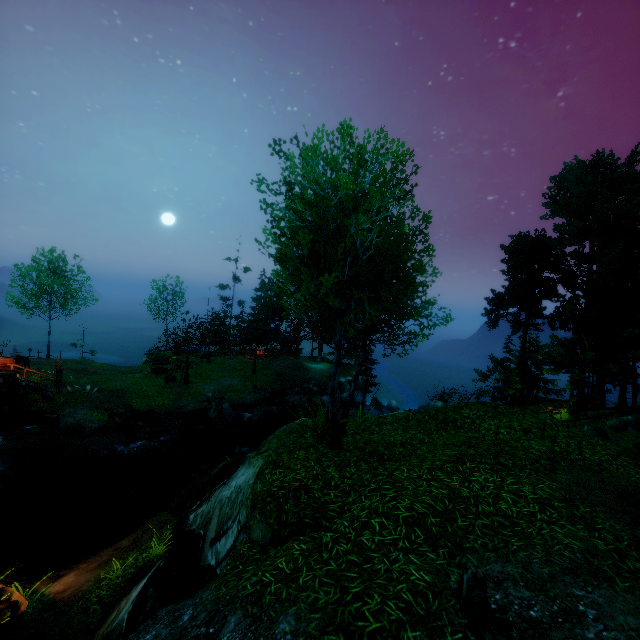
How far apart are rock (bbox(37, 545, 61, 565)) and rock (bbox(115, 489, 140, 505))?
5.7m

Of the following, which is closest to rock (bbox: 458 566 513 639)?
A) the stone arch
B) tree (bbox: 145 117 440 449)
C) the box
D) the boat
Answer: tree (bbox: 145 117 440 449)

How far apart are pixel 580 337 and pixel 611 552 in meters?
19.5 m

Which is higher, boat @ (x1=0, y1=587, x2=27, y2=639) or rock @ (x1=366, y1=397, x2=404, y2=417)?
boat @ (x1=0, y1=587, x2=27, y2=639)

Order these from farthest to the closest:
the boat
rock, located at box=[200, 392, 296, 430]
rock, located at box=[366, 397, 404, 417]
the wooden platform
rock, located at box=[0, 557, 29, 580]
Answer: rock, located at box=[366, 397, 404, 417] → rock, located at box=[200, 392, 296, 430] → the wooden platform → rock, located at box=[0, 557, 29, 580] → the boat

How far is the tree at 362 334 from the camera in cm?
712

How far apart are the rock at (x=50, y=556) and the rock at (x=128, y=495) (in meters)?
5.69

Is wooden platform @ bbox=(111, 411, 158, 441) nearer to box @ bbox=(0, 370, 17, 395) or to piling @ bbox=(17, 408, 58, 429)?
piling @ bbox=(17, 408, 58, 429)
